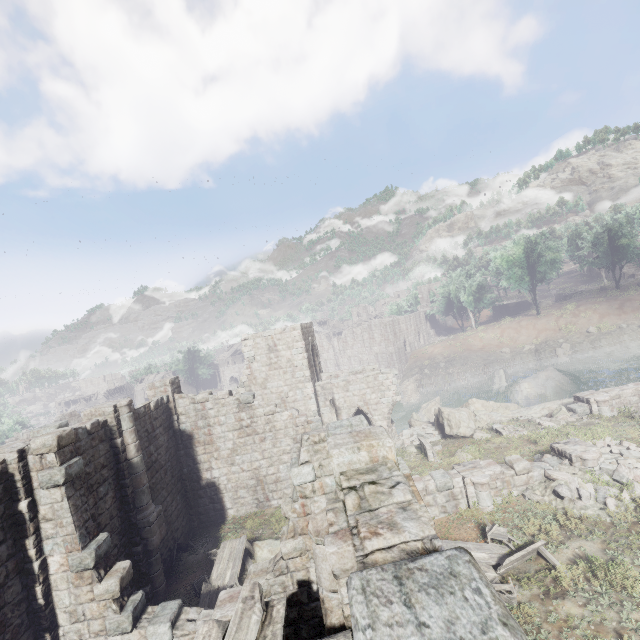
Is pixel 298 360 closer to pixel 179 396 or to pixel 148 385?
pixel 179 396

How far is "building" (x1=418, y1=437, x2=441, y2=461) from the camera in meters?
18.2 m

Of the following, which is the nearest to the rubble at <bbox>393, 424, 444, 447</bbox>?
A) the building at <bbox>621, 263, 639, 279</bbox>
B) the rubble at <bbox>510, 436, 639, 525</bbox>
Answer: the rubble at <bbox>510, 436, 639, 525</bbox>

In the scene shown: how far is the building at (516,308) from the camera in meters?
56.3

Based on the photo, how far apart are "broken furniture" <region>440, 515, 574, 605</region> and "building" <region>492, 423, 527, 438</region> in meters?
8.1

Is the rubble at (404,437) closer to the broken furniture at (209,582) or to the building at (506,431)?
the building at (506,431)

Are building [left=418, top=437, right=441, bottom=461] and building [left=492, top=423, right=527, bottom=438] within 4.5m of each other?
yes

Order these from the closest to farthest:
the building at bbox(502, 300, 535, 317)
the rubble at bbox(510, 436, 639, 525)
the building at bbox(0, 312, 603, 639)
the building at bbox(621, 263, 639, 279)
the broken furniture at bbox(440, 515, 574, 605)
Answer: the building at bbox(0, 312, 603, 639)
the broken furniture at bbox(440, 515, 574, 605)
the rubble at bbox(510, 436, 639, 525)
the building at bbox(621, 263, 639, 279)
the building at bbox(502, 300, 535, 317)
